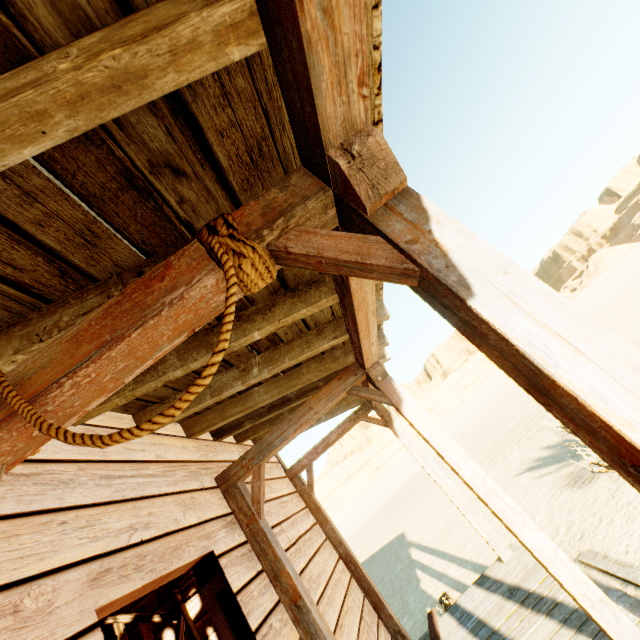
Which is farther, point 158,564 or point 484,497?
point 484,497
